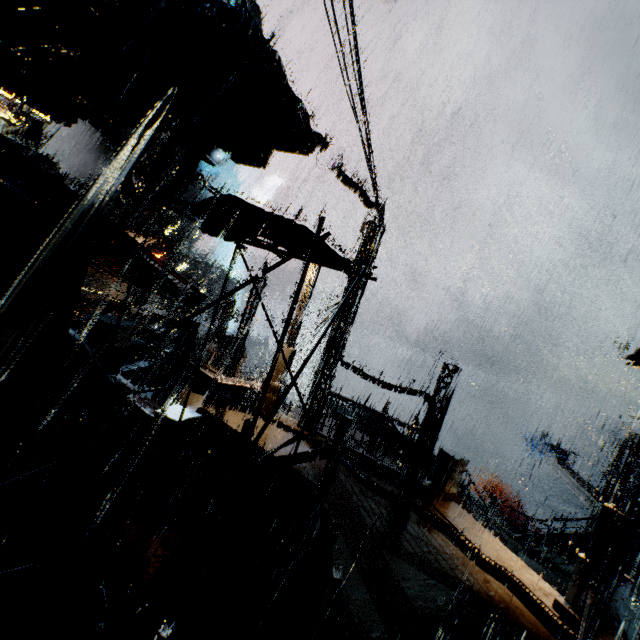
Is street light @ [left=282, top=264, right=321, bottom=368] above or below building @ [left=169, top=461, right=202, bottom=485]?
above

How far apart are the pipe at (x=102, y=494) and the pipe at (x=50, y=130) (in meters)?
67.78

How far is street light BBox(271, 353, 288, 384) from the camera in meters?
14.1 m

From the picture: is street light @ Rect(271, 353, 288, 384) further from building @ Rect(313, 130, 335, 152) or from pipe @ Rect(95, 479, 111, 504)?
pipe @ Rect(95, 479, 111, 504)

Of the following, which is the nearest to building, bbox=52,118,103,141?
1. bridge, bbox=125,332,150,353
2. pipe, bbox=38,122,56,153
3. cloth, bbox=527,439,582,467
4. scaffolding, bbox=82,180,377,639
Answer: bridge, bbox=125,332,150,353

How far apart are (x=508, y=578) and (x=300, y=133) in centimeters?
→ 1201cm

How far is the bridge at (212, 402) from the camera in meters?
12.6
